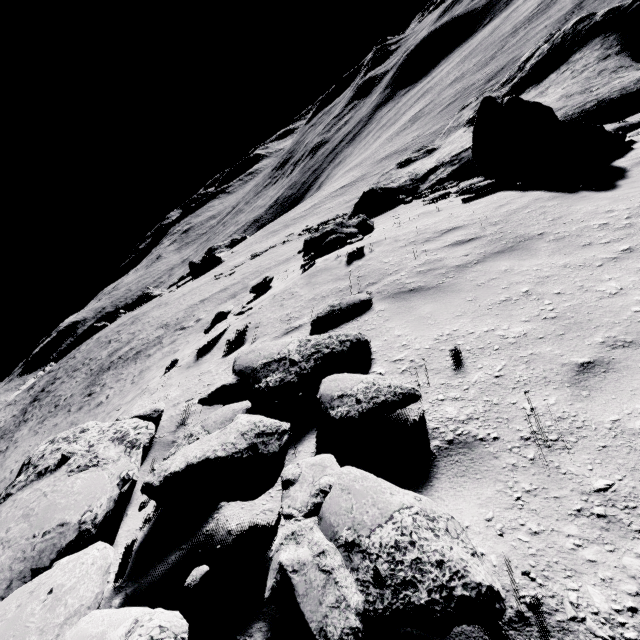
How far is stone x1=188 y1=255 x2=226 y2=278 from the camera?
49.03m

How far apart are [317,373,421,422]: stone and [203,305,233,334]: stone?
6.13m

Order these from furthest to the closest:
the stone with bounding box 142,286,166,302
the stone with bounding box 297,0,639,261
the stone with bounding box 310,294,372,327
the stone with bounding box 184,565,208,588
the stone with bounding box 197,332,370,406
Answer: the stone with bounding box 142,286,166,302 < the stone with bounding box 297,0,639,261 < the stone with bounding box 310,294,372,327 < the stone with bounding box 197,332,370,406 < the stone with bounding box 184,565,208,588

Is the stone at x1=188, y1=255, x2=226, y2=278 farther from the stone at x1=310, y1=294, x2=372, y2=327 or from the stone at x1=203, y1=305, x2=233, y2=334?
the stone at x1=310, y1=294, x2=372, y2=327

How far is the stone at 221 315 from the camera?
9.01m

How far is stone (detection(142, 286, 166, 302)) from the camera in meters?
55.5 m

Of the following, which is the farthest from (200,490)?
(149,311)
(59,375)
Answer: (59,375)

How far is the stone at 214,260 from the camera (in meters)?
49.03
